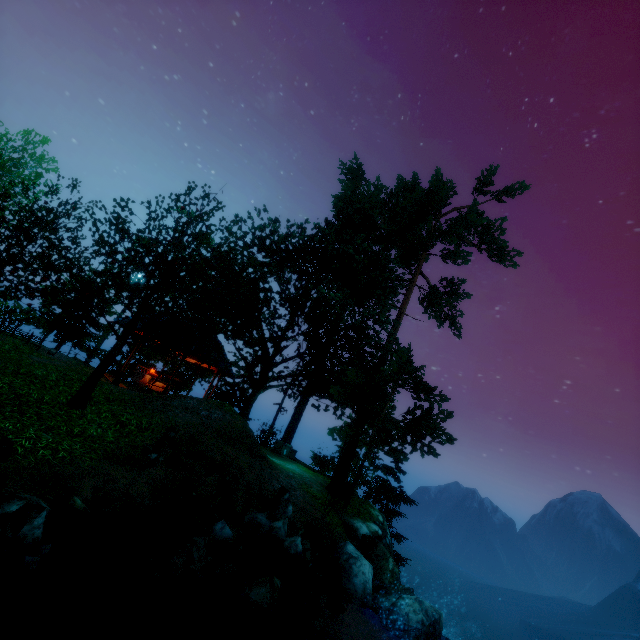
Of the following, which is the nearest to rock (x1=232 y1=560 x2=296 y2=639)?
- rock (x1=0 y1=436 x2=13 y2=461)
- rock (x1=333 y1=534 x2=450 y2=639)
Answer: rock (x1=333 y1=534 x2=450 y2=639)

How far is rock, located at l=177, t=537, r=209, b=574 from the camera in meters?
6.7 m

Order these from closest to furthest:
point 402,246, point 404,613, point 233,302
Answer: point 404,613, point 402,246, point 233,302

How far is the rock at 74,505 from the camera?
5.6 meters

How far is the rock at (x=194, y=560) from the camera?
6.65m

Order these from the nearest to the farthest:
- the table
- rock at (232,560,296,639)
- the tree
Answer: rock at (232,560,296,639) → the tree → the table

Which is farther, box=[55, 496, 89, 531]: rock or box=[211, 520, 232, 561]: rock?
box=[211, 520, 232, 561]: rock

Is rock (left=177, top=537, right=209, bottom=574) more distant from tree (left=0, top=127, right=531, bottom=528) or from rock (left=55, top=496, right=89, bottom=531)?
tree (left=0, top=127, right=531, bottom=528)
